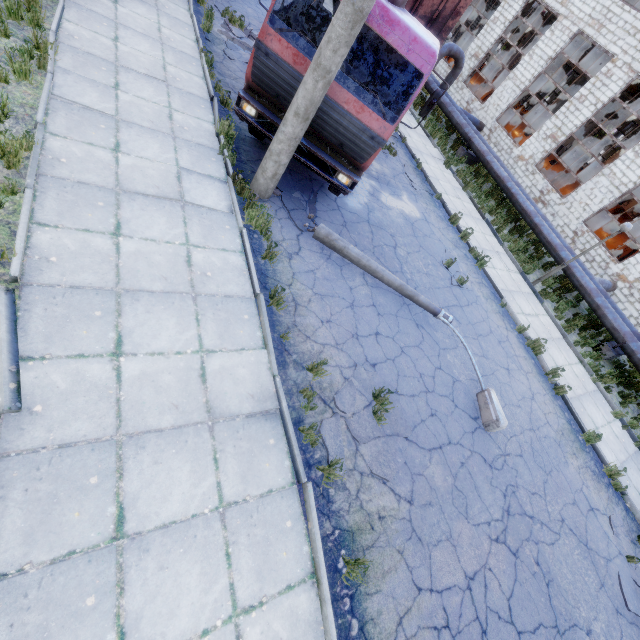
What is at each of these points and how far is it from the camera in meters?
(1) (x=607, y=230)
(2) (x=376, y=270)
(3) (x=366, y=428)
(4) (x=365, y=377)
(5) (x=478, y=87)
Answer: (1) cable machine, 18.3
(2) lamp post, 7.4
(3) asphalt debris, 5.3
(4) asphalt debris, 5.9
(5) cable machine, 24.7

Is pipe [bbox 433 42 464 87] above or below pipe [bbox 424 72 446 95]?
above

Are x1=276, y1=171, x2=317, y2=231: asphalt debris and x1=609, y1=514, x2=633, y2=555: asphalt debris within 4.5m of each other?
no

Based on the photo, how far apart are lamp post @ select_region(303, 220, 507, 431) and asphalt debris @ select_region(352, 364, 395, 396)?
2.20m

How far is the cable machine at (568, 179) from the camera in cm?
1981

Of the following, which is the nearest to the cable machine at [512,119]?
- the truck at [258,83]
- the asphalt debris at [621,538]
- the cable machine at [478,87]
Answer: the cable machine at [478,87]

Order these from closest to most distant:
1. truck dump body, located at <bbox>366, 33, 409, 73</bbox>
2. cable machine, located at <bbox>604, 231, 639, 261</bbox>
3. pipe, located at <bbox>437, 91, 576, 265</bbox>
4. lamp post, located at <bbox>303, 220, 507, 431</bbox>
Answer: lamp post, located at <bbox>303, 220, 507, 431</bbox>
truck dump body, located at <bbox>366, 33, 409, 73</bbox>
pipe, located at <bbox>437, 91, 576, 265</bbox>
cable machine, located at <bbox>604, 231, 639, 261</bbox>

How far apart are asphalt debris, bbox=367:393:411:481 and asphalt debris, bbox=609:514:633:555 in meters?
5.8 m
